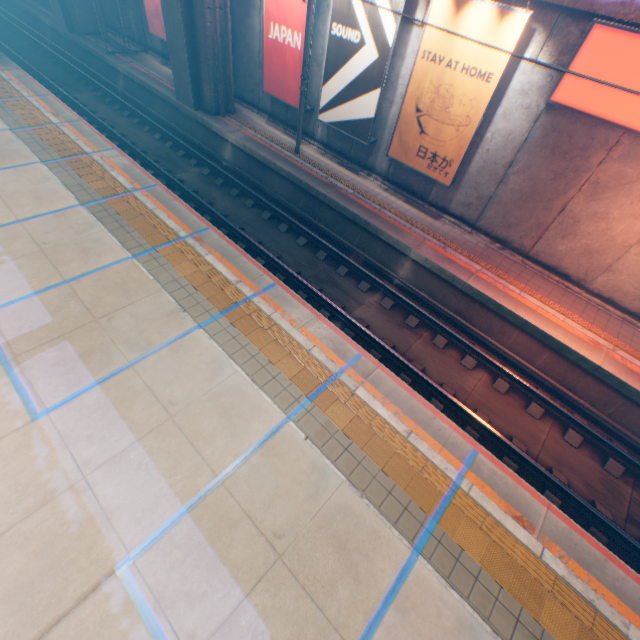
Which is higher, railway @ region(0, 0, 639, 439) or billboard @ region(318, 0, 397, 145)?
billboard @ region(318, 0, 397, 145)

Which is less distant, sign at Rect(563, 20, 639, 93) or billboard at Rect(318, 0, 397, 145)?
sign at Rect(563, 20, 639, 93)

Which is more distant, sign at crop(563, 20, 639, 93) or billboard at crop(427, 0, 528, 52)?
billboard at crop(427, 0, 528, 52)

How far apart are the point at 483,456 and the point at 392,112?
11.6m

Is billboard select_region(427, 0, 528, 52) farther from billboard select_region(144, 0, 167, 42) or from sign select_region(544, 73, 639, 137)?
billboard select_region(144, 0, 167, 42)

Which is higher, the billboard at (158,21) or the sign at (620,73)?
the sign at (620,73)

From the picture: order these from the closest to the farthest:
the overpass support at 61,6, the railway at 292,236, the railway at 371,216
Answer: the railway at 292,236 < the railway at 371,216 < the overpass support at 61,6

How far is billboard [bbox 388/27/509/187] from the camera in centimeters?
880cm
